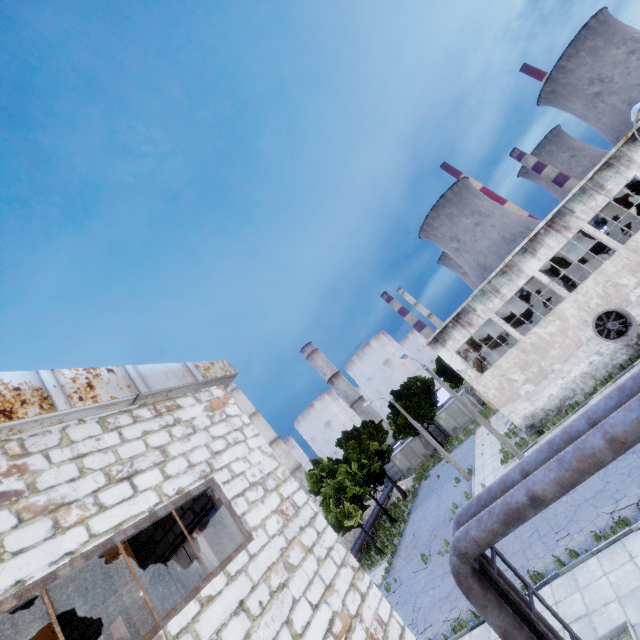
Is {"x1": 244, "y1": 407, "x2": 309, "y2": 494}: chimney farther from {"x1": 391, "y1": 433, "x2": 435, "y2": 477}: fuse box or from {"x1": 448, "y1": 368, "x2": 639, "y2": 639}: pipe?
{"x1": 448, "y1": 368, "x2": 639, "y2": 639}: pipe

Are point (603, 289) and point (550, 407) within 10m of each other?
yes

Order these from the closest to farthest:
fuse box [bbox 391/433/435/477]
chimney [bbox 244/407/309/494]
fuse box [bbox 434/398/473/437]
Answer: fuse box [bbox 434/398/473/437], fuse box [bbox 391/433/435/477], chimney [bbox 244/407/309/494]

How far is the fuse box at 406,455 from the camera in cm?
4472

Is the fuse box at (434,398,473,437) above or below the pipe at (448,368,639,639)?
below

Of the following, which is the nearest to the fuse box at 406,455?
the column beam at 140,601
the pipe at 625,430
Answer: the pipe at 625,430

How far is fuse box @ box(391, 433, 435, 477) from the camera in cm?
4472

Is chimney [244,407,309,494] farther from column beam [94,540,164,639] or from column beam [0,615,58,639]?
column beam [94,540,164,639]
